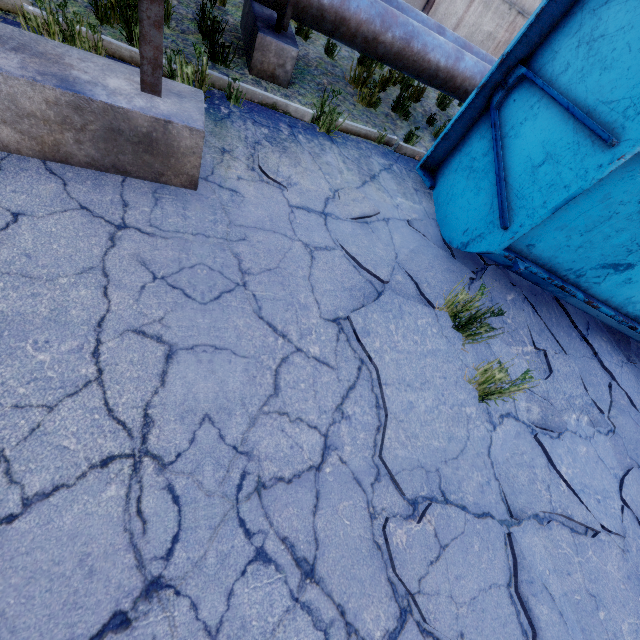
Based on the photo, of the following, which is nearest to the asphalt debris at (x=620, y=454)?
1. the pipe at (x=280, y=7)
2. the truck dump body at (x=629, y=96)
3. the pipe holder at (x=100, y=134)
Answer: the truck dump body at (x=629, y=96)

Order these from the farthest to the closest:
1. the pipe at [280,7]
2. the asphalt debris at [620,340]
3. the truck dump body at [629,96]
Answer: the asphalt debris at [620,340] → the pipe at [280,7] → the truck dump body at [629,96]

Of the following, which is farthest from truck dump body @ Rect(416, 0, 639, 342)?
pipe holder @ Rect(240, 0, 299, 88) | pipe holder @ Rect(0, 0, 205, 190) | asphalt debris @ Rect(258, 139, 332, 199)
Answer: pipe holder @ Rect(0, 0, 205, 190)

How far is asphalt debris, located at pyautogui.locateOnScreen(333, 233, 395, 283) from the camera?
3.3 meters

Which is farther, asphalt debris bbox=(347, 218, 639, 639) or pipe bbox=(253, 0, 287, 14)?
pipe bbox=(253, 0, 287, 14)

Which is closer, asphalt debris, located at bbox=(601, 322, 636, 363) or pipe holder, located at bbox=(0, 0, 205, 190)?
pipe holder, located at bbox=(0, 0, 205, 190)

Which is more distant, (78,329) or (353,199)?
(353,199)
